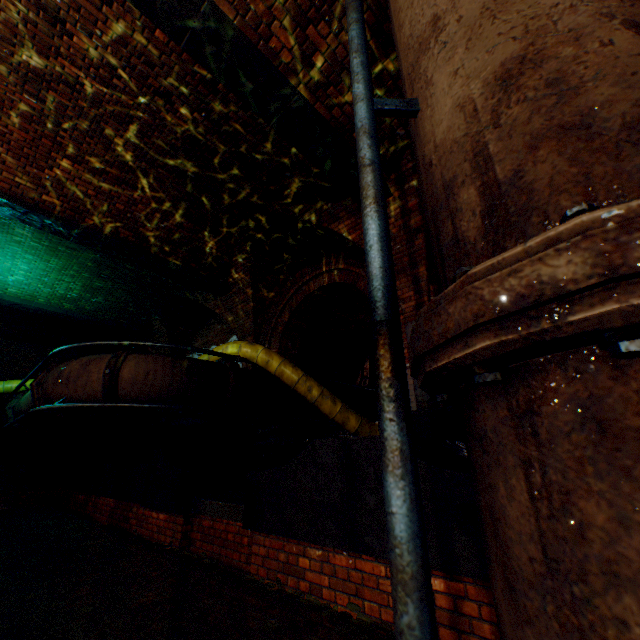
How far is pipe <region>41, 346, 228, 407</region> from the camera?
5.5m

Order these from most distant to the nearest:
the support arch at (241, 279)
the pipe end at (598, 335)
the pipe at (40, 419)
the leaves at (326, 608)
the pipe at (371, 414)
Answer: the pipe at (371, 414)
the support arch at (241, 279)
the pipe at (40, 419)
the leaves at (326, 608)
the pipe end at (598, 335)

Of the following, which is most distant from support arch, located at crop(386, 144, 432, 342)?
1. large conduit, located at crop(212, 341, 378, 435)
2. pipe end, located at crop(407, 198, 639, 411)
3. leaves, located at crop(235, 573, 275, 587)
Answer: pipe end, located at crop(407, 198, 639, 411)

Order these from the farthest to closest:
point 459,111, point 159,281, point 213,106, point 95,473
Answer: point 159,281 → point 95,473 → point 213,106 → point 459,111

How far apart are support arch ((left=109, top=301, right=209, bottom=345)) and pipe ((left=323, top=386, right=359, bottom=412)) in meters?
4.7 m

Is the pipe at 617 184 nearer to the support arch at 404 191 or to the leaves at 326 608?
the support arch at 404 191

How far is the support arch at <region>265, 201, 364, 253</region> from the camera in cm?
614

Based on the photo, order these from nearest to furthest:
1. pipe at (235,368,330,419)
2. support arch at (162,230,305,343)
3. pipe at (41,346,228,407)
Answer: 1. pipe at (41,346,228,407)
2. pipe at (235,368,330,419)
3. support arch at (162,230,305,343)
